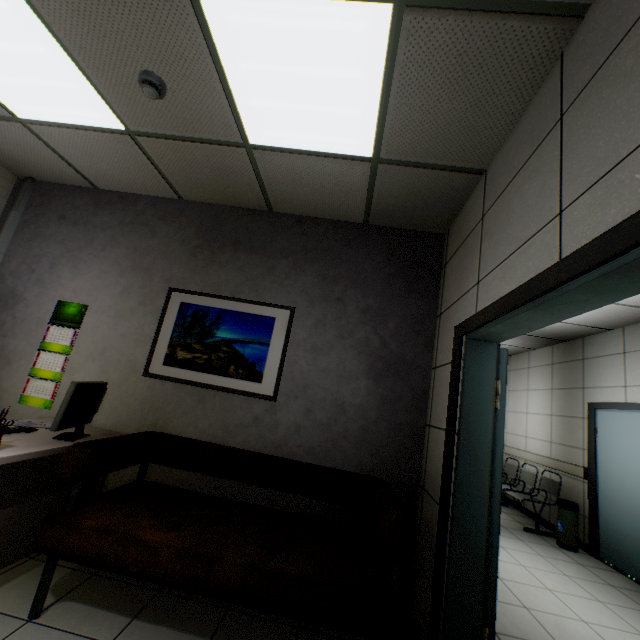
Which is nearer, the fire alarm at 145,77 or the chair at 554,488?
the fire alarm at 145,77

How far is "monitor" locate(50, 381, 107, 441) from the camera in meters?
2.3 m

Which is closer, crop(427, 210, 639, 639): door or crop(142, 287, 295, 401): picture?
crop(427, 210, 639, 639): door

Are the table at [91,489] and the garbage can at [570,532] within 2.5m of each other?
no

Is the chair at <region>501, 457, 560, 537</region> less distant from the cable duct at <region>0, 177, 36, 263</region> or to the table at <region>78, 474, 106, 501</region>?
the table at <region>78, 474, 106, 501</region>

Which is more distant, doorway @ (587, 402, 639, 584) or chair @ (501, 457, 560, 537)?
chair @ (501, 457, 560, 537)

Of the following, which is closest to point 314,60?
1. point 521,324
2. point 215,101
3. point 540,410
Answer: point 215,101

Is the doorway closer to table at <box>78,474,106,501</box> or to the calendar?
table at <box>78,474,106,501</box>
